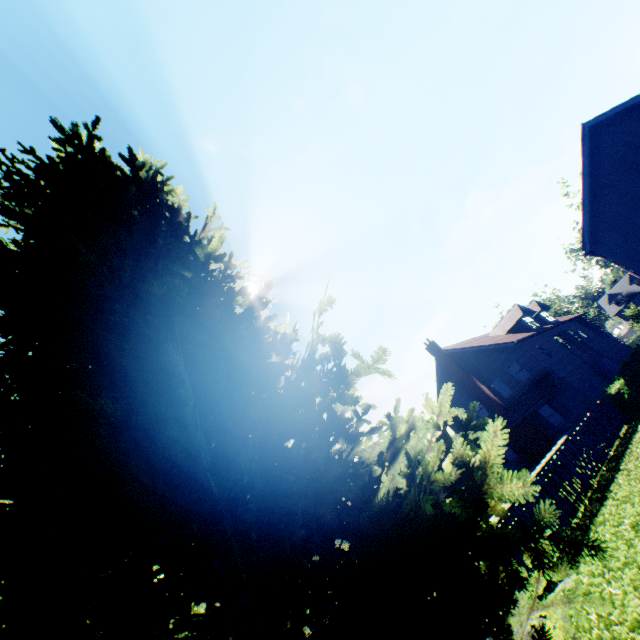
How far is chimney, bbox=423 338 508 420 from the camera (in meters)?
26.22

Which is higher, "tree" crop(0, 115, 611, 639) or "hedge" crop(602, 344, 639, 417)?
"tree" crop(0, 115, 611, 639)

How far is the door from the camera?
26.06m

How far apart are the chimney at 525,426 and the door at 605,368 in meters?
8.1

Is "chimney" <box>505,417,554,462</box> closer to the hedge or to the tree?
the hedge

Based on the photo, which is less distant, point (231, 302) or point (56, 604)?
point (56, 604)

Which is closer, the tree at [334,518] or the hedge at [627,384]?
the tree at [334,518]

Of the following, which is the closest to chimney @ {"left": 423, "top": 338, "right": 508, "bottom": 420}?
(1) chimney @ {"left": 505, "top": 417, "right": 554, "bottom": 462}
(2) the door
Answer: (1) chimney @ {"left": 505, "top": 417, "right": 554, "bottom": 462}
